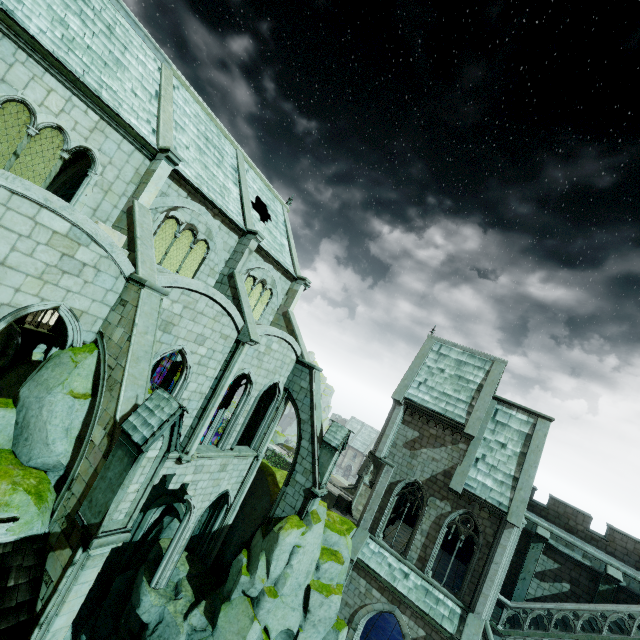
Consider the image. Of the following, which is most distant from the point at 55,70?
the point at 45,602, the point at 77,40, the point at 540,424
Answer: the point at 540,424

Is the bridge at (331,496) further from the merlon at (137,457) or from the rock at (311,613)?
the merlon at (137,457)

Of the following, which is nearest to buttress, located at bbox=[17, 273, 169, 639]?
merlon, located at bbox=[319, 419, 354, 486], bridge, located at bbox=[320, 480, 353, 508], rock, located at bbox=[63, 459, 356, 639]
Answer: rock, located at bbox=[63, 459, 356, 639]

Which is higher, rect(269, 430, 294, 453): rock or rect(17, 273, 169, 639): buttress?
rect(17, 273, 169, 639): buttress

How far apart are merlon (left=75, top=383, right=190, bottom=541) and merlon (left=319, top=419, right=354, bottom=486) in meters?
10.9

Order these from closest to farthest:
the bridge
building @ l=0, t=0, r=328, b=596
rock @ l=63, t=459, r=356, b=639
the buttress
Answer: the buttress → building @ l=0, t=0, r=328, b=596 → rock @ l=63, t=459, r=356, b=639 → the bridge

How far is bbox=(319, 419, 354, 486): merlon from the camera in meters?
17.7

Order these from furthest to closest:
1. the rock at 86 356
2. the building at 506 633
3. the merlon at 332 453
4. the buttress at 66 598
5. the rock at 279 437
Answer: the rock at 279 437, the merlon at 332 453, the building at 506 633, the rock at 86 356, the buttress at 66 598
